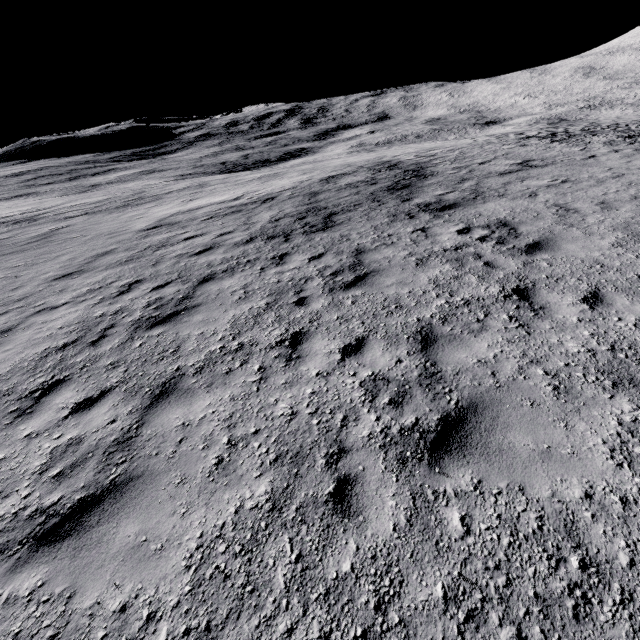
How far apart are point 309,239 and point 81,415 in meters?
7.2
